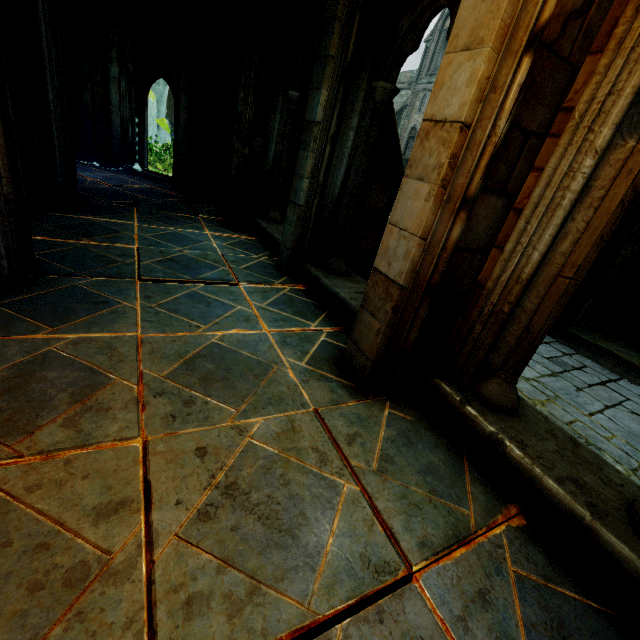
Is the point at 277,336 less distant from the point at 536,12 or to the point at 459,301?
the point at 459,301

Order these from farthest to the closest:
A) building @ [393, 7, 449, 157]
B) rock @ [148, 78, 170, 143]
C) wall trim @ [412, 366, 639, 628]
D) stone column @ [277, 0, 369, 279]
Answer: building @ [393, 7, 449, 157] < rock @ [148, 78, 170, 143] < stone column @ [277, 0, 369, 279] < wall trim @ [412, 366, 639, 628]

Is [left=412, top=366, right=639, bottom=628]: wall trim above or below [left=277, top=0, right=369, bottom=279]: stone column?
below

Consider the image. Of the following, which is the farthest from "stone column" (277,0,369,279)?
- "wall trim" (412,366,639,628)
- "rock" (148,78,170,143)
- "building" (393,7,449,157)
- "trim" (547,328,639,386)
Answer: "rock" (148,78,170,143)

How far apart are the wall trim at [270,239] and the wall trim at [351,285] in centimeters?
54cm

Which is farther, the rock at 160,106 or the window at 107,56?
the rock at 160,106

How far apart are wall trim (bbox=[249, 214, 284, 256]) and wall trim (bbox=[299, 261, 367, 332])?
0.54m

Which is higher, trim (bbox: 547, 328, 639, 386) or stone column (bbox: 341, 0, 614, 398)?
stone column (bbox: 341, 0, 614, 398)
